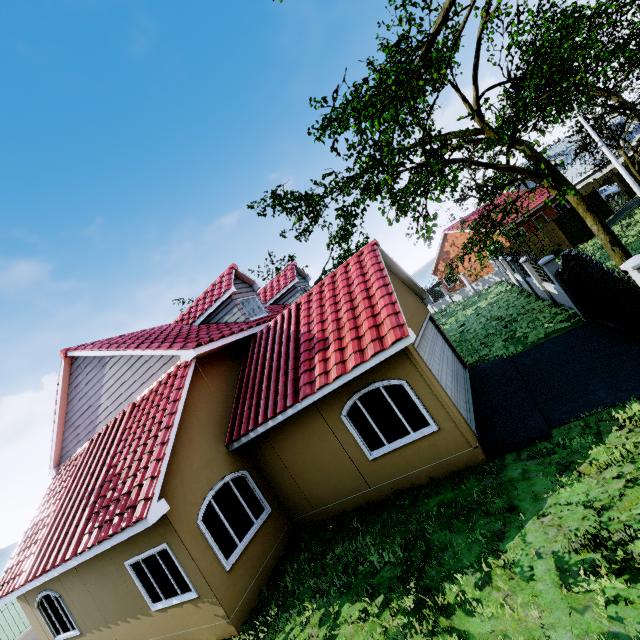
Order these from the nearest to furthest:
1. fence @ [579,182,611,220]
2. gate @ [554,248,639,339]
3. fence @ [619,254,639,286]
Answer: fence @ [619,254,639,286], gate @ [554,248,639,339], fence @ [579,182,611,220]

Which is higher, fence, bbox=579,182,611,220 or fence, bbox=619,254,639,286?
fence, bbox=619,254,639,286

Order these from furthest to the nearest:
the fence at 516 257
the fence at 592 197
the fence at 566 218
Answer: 1. the fence at 592 197
2. the fence at 566 218
3. the fence at 516 257

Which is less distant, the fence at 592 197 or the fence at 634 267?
the fence at 634 267

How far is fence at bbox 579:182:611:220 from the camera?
24.00m

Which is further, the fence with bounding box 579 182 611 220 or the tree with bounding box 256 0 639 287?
the fence with bounding box 579 182 611 220

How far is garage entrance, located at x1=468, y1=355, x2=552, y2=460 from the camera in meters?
7.0 m

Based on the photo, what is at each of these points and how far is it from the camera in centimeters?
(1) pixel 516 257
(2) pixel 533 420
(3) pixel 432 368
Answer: (1) fence, 1596cm
(2) garage entrance, 730cm
(3) garage door, 843cm
